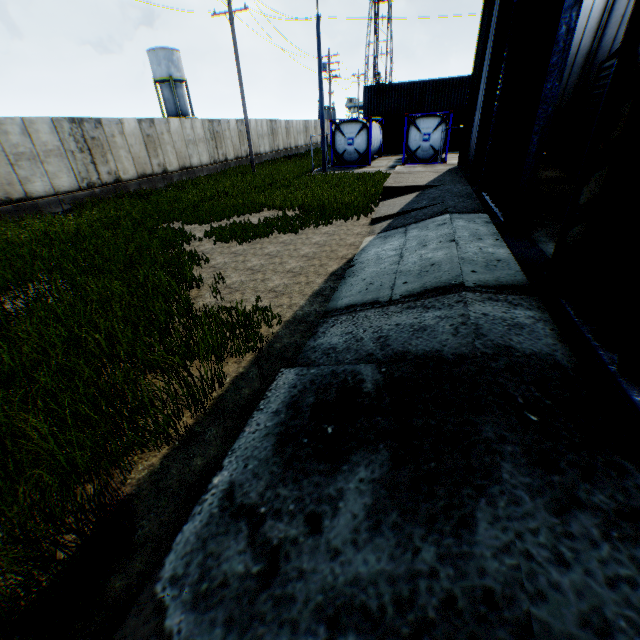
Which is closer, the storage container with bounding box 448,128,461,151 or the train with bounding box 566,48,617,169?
the train with bounding box 566,48,617,169

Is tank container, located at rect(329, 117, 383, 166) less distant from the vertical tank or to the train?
the train

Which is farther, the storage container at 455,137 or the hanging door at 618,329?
the storage container at 455,137

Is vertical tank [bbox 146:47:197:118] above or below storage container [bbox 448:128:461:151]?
above

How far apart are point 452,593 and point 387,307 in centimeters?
355cm

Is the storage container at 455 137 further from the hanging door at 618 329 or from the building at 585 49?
the hanging door at 618 329

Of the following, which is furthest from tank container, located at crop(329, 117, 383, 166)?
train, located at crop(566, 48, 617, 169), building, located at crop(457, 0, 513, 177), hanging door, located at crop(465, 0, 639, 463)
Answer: hanging door, located at crop(465, 0, 639, 463)

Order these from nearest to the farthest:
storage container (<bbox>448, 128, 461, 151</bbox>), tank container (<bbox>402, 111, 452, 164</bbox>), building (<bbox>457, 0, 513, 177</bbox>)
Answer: building (<bbox>457, 0, 513, 177</bbox>)
tank container (<bbox>402, 111, 452, 164</bbox>)
storage container (<bbox>448, 128, 461, 151</bbox>)
